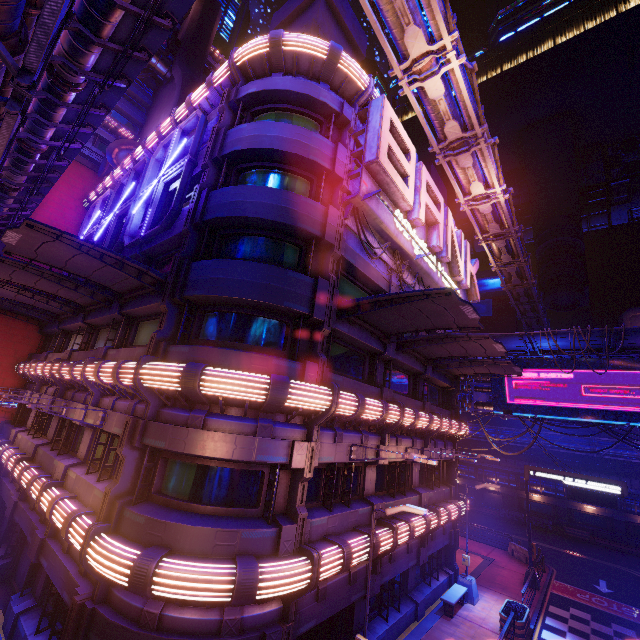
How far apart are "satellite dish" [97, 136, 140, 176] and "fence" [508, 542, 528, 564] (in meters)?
43.90

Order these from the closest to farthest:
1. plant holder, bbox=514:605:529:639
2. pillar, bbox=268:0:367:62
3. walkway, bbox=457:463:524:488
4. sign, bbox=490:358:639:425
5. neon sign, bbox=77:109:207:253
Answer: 1. neon sign, bbox=77:109:207:253
2. plant holder, bbox=514:605:529:639
3. pillar, bbox=268:0:367:62
4. sign, bbox=490:358:639:425
5. walkway, bbox=457:463:524:488

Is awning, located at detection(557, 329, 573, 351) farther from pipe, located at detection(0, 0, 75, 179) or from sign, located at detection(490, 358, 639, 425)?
pipe, located at detection(0, 0, 75, 179)

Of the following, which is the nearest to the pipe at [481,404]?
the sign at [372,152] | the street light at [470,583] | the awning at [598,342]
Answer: the awning at [598,342]

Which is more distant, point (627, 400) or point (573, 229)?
point (573, 229)

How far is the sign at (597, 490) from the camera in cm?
1959

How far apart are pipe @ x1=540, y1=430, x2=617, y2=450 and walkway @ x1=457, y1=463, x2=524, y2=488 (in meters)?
2.79

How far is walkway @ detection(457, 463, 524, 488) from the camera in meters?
41.7
